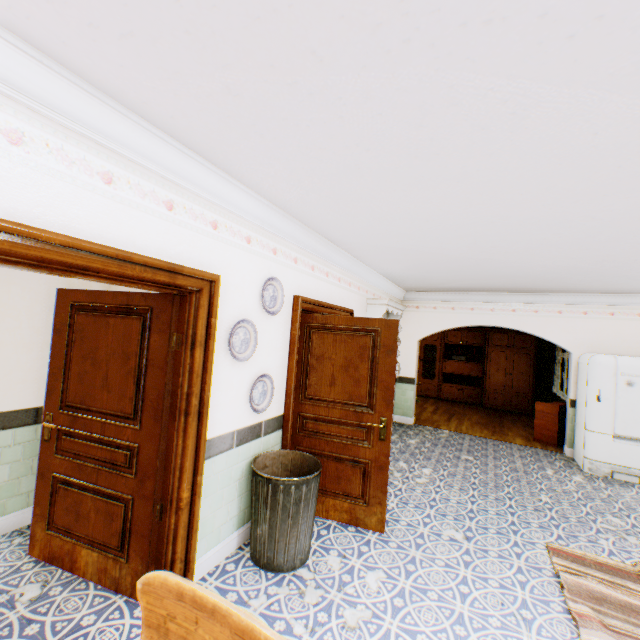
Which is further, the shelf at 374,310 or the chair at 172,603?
the shelf at 374,310

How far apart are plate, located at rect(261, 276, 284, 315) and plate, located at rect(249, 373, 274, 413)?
0.6m

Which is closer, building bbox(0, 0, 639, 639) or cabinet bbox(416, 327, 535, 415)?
building bbox(0, 0, 639, 639)

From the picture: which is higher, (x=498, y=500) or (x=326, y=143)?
(x=326, y=143)

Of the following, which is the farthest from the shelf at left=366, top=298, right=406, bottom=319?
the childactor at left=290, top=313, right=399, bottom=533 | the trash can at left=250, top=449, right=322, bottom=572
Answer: the trash can at left=250, top=449, right=322, bottom=572

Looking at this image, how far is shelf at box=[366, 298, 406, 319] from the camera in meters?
5.6

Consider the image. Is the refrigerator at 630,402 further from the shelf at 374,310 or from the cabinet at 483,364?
the cabinet at 483,364

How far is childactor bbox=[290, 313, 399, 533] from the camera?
3.41m
